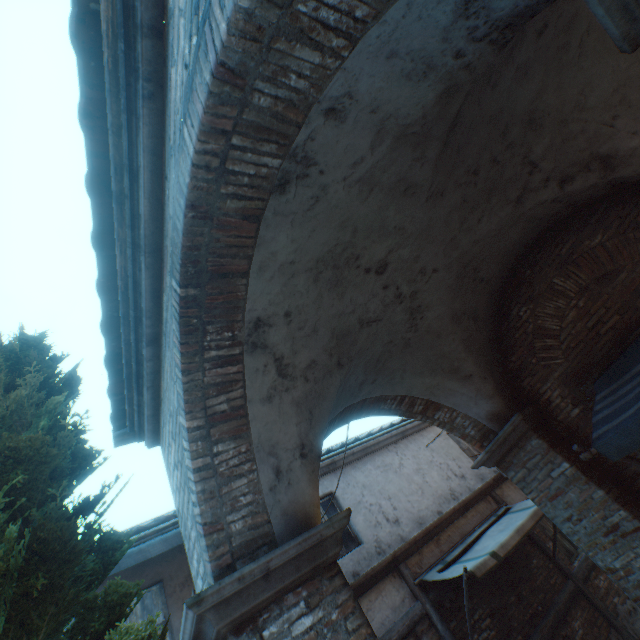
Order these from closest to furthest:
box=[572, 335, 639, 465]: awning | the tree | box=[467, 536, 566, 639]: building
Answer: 1. the tree
2. box=[572, 335, 639, 465]: awning
3. box=[467, 536, 566, 639]: building

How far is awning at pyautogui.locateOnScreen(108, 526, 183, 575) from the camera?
4.6m

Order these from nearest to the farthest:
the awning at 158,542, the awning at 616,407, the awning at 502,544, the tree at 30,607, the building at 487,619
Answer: the tree at 30,607 < the awning at 616,407 < the awning at 158,542 < the awning at 502,544 < the building at 487,619

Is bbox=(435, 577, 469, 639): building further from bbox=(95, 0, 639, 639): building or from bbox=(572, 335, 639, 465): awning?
bbox=(572, 335, 639, 465): awning

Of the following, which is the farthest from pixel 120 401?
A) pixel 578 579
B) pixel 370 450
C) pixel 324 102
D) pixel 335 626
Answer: pixel 578 579

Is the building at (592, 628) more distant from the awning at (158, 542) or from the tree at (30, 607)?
the tree at (30, 607)

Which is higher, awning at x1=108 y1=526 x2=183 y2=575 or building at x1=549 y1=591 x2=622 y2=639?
awning at x1=108 y1=526 x2=183 y2=575

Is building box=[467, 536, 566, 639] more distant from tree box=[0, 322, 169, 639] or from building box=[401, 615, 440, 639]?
tree box=[0, 322, 169, 639]
